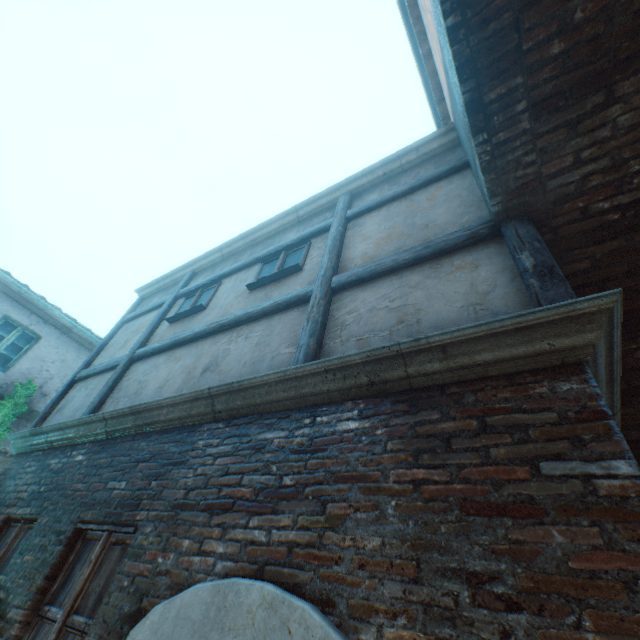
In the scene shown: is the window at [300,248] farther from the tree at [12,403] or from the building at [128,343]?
the tree at [12,403]

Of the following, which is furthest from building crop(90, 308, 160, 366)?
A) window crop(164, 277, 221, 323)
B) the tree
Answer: the tree

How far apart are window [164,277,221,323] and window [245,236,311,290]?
1.0m

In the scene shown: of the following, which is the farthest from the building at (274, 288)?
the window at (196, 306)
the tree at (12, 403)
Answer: the tree at (12, 403)

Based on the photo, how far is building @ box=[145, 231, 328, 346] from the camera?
4.4m

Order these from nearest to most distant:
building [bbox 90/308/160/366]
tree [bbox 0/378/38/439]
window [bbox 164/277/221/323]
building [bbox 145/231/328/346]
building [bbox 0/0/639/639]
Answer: building [bbox 0/0/639/639], building [bbox 145/231/328/346], window [bbox 164/277/221/323], building [bbox 90/308/160/366], tree [bbox 0/378/38/439]

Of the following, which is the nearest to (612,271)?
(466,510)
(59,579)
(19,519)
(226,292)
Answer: (466,510)

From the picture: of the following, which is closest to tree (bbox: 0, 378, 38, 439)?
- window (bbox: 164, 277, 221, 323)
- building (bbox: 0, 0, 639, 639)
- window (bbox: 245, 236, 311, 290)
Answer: building (bbox: 0, 0, 639, 639)
